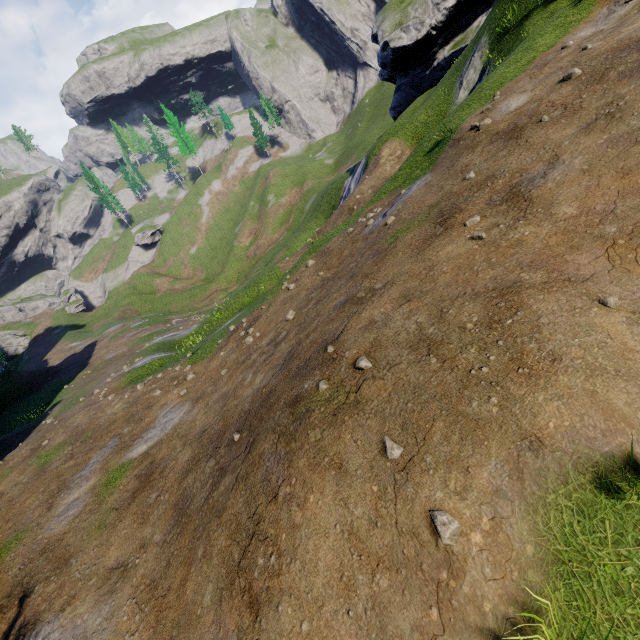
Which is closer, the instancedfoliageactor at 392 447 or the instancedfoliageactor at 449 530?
the instancedfoliageactor at 449 530

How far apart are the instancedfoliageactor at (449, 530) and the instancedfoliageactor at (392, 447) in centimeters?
55cm

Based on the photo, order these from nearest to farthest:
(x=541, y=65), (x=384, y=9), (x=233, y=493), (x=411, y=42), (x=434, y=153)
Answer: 1. (x=233, y=493)
2. (x=541, y=65)
3. (x=434, y=153)
4. (x=411, y=42)
5. (x=384, y=9)

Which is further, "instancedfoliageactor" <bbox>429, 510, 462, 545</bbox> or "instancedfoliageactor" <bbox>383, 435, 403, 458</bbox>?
"instancedfoliageactor" <bbox>383, 435, 403, 458</bbox>

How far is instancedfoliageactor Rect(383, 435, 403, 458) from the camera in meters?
3.3 m

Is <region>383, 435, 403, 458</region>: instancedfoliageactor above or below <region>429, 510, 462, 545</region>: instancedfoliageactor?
above

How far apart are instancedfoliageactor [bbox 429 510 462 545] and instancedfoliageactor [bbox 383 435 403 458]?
0.6 meters

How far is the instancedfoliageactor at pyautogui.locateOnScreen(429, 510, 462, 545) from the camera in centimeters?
275cm
